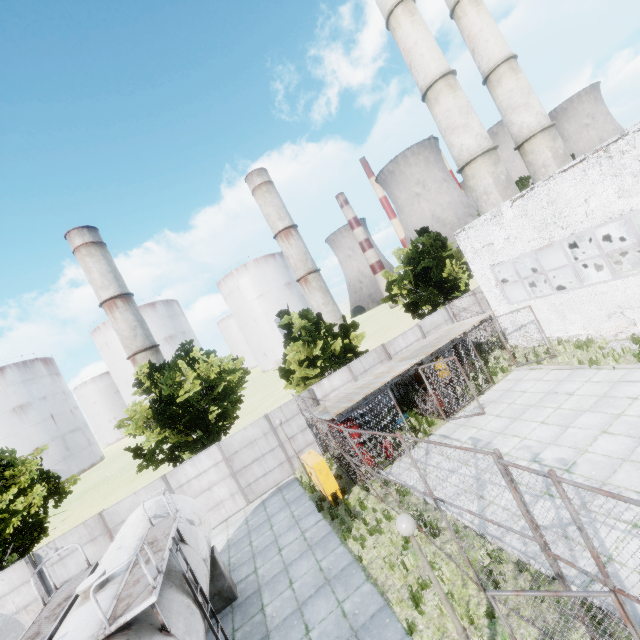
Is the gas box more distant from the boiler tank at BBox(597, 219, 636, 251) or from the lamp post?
the boiler tank at BBox(597, 219, 636, 251)

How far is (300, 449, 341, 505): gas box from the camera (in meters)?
12.63

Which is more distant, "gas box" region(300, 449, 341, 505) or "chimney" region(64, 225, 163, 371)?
"chimney" region(64, 225, 163, 371)

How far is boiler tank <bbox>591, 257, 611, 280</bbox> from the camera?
18.1m

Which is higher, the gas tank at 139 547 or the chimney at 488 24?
the chimney at 488 24

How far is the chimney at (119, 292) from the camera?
57.28m

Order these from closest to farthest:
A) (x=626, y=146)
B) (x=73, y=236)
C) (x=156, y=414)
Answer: (x=626, y=146), (x=156, y=414), (x=73, y=236)

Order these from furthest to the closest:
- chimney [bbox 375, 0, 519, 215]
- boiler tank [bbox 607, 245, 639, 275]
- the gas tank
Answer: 1. chimney [bbox 375, 0, 519, 215]
2. boiler tank [bbox 607, 245, 639, 275]
3. the gas tank
